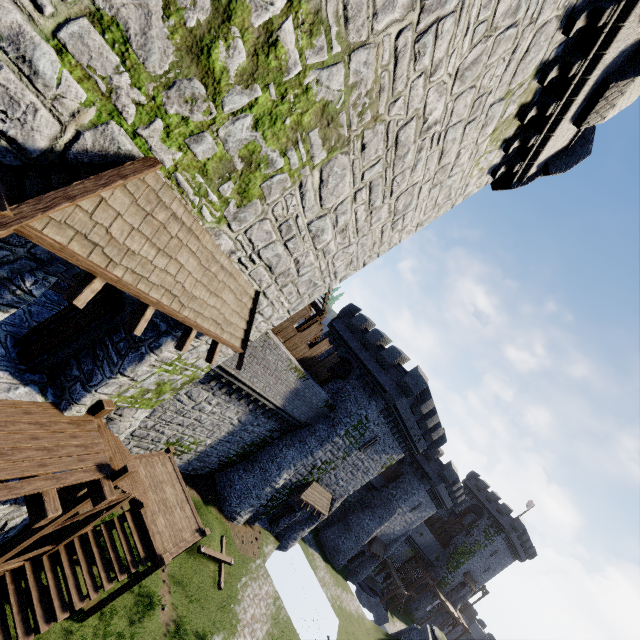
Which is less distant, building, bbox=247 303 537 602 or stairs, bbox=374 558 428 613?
building, bbox=247 303 537 602

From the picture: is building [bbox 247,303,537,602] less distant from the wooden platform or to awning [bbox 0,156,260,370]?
awning [bbox 0,156,260,370]

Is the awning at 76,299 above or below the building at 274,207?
below

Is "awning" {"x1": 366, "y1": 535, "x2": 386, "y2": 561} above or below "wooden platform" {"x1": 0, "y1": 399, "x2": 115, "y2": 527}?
below

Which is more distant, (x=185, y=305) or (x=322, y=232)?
(x=322, y=232)

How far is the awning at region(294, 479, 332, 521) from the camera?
24.6m

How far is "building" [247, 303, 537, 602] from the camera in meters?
24.1

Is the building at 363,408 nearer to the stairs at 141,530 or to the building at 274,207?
the stairs at 141,530
